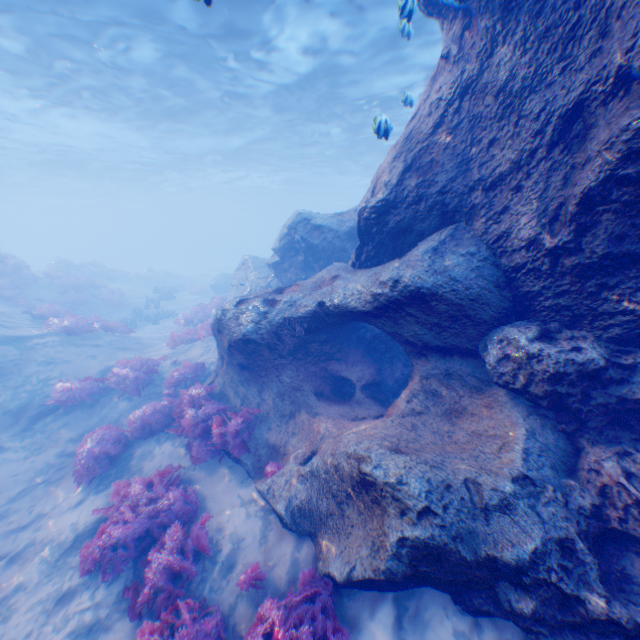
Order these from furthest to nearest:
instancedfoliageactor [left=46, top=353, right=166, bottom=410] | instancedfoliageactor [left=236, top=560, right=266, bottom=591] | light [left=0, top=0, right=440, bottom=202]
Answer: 1. light [left=0, top=0, right=440, bottom=202]
2. instancedfoliageactor [left=46, top=353, right=166, bottom=410]
3. instancedfoliageactor [left=236, top=560, right=266, bottom=591]

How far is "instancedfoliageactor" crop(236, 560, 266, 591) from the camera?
4.9 meters

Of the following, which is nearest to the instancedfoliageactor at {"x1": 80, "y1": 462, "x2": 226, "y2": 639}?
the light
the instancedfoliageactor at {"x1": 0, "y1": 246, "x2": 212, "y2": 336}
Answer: the light

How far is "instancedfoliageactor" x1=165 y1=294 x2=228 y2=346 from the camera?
13.0 meters

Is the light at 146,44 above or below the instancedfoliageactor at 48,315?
above

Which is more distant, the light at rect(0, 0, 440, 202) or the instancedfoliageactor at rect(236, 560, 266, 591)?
the light at rect(0, 0, 440, 202)

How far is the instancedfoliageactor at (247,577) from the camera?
4.9m

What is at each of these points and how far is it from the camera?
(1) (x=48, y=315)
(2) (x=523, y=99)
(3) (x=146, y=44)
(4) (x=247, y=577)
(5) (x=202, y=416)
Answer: (1) instancedfoliageactor, 15.07m
(2) rock, 4.54m
(3) light, 14.00m
(4) instancedfoliageactor, 4.89m
(5) instancedfoliageactor, 8.02m
